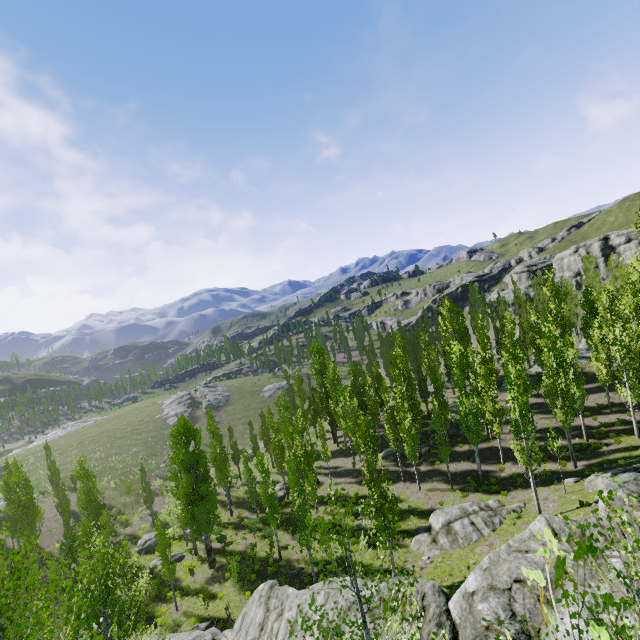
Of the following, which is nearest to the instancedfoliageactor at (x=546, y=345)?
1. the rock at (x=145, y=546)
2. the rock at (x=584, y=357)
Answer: the rock at (x=584, y=357)

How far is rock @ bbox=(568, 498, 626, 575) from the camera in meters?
8.8 m

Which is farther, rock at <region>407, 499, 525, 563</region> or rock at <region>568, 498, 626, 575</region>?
rock at <region>407, 499, 525, 563</region>

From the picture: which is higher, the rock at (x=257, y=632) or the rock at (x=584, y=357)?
the rock at (x=584, y=357)

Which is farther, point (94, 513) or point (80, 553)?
point (94, 513)

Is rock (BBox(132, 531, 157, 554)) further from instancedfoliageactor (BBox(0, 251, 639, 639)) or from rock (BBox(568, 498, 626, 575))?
rock (BBox(568, 498, 626, 575))

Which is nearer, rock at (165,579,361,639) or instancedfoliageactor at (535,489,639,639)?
instancedfoliageactor at (535,489,639,639)

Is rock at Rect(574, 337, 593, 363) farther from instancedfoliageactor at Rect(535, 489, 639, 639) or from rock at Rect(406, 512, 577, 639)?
rock at Rect(406, 512, 577, 639)
